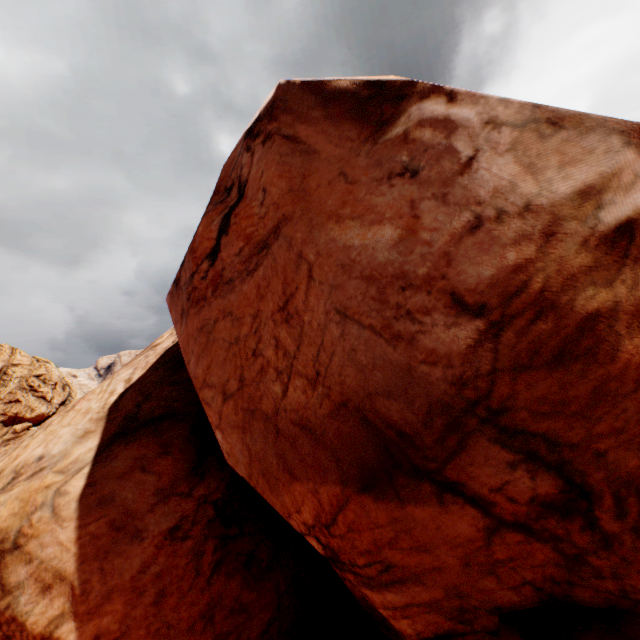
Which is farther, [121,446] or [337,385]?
[121,446]
